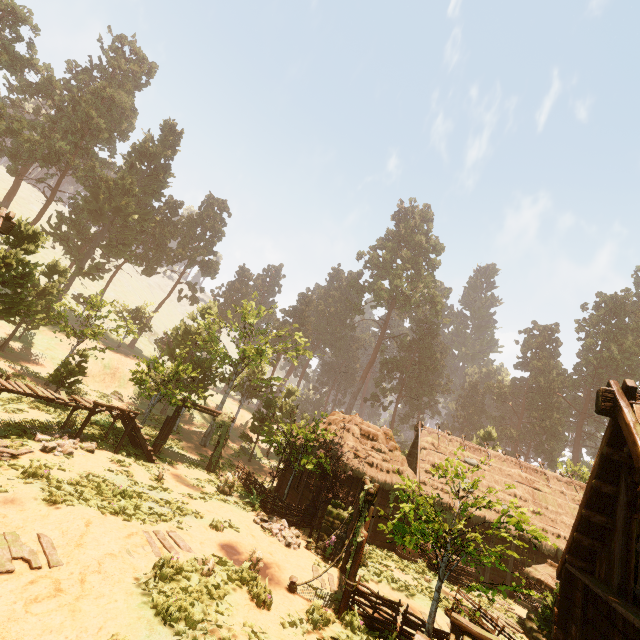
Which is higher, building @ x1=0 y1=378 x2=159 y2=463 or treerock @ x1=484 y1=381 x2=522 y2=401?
treerock @ x1=484 y1=381 x2=522 y2=401

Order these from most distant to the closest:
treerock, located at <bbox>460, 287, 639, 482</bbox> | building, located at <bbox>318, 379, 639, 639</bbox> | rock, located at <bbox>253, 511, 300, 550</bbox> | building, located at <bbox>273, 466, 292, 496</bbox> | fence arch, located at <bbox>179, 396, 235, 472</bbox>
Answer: treerock, located at <bbox>460, 287, 639, 482</bbox>
building, located at <bbox>273, 466, 292, 496</bbox>
fence arch, located at <bbox>179, 396, 235, 472</bbox>
rock, located at <bbox>253, 511, 300, 550</bbox>
building, located at <bbox>318, 379, 639, 639</bbox>

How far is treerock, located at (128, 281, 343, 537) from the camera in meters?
17.7 m

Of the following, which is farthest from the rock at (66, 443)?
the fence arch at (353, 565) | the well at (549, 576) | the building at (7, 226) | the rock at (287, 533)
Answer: the well at (549, 576)

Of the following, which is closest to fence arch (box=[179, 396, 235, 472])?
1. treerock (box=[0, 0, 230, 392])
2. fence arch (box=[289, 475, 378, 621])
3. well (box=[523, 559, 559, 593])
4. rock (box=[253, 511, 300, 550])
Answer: treerock (box=[0, 0, 230, 392])

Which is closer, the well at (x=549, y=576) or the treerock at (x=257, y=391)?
the well at (x=549, y=576)

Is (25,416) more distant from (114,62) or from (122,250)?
(114,62)
